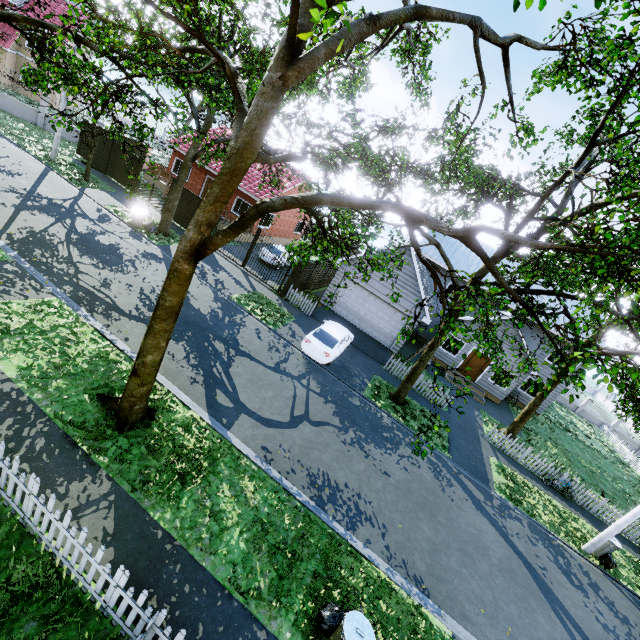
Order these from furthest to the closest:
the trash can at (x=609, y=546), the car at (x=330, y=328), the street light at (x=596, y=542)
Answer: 1. the car at (x=330, y=328)
2. the trash can at (x=609, y=546)
3. the street light at (x=596, y=542)

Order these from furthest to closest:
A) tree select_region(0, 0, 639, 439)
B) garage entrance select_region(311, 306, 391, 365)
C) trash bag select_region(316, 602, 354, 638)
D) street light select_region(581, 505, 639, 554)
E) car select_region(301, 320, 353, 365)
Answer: garage entrance select_region(311, 306, 391, 365) < car select_region(301, 320, 353, 365) < street light select_region(581, 505, 639, 554) < trash bag select_region(316, 602, 354, 638) < tree select_region(0, 0, 639, 439)

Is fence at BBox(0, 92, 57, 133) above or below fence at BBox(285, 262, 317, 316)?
below

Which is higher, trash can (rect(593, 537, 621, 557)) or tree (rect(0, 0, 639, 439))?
tree (rect(0, 0, 639, 439))

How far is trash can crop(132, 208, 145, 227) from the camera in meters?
18.0 m

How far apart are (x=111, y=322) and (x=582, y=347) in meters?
21.6

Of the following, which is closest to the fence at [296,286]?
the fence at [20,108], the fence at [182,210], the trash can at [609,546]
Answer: the trash can at [609,546]

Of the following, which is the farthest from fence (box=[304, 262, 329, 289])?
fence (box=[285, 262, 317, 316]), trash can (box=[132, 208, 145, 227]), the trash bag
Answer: the trash bag
